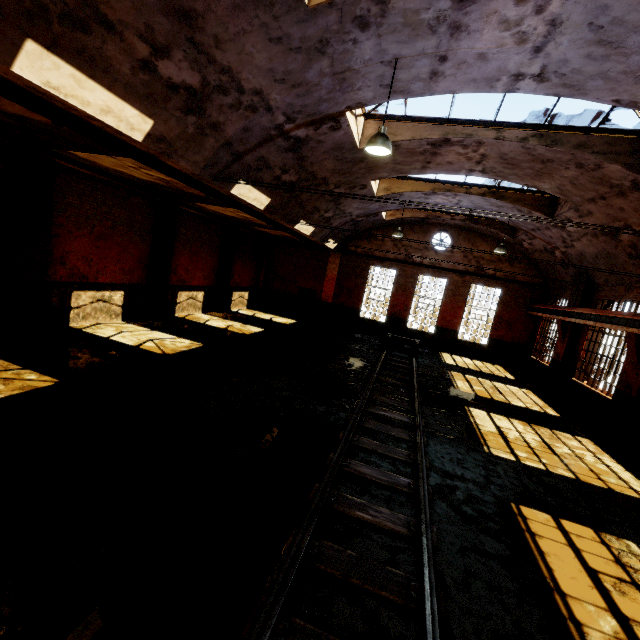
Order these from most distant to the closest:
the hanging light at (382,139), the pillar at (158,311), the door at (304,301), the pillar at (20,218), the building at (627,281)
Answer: the door at (304,301), the pillar at (158,311), the building at (627,281), the pillar at (20,218), the hanging light at (382,139)

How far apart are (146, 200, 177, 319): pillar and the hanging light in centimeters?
992cm

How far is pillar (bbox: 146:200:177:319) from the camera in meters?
13.2

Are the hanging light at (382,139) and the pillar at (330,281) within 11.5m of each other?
no

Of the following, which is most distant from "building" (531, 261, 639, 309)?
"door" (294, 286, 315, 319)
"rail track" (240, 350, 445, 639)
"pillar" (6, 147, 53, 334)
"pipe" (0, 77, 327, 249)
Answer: "pillar" (6, 147, 53, 334)

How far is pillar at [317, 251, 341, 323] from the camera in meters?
21.9

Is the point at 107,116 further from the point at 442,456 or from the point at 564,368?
the point at 564,368

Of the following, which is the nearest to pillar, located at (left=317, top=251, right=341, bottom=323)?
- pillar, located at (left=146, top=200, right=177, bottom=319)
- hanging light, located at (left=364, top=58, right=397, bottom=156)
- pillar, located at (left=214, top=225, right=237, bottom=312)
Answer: pillar, located at (left=214, top=225, right=237, bottom=312)
